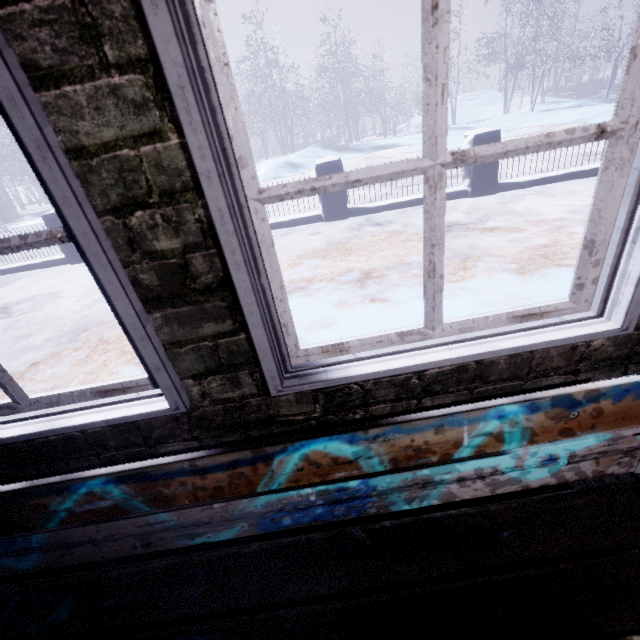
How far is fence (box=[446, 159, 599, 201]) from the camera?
4.99m

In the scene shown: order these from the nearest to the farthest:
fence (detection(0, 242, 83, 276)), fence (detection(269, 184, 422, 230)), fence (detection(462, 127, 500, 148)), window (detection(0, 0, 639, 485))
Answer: window (detection(0, 0, 639, 485)) < fence (detection(462, 127, 500, 148)) < fence (detection(269, 184, 422, 230)) < fence (detection(0, 242, 83, 276))

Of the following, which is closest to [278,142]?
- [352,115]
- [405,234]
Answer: [352,115]

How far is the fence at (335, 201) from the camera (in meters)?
5.26

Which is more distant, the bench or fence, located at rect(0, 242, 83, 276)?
fence, located at rect(0, 242, 83, 276)

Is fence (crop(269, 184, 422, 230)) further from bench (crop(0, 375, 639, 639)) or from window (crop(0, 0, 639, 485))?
bench (crop(0, 375, 639, 639))

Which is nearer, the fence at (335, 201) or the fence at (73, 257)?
the fence at (335, 201)
